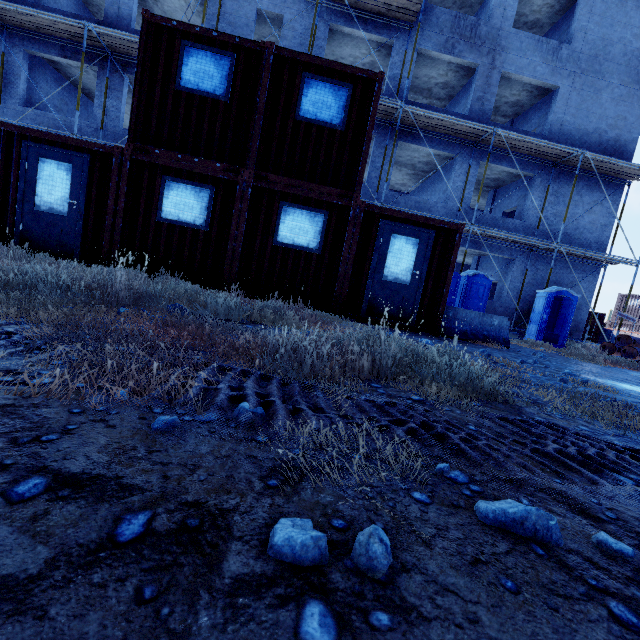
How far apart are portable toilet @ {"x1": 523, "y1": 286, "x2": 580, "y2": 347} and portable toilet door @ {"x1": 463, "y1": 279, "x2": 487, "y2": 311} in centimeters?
250cm

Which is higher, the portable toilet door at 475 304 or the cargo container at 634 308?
the cargo container at 634 308

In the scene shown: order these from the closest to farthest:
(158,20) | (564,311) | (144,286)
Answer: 1. (144,286)
2. (158,20)
3. (564,311)

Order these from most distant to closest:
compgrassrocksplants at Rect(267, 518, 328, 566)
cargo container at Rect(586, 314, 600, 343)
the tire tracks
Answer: cargo container at Rect(586, 314, 600, 343)
the tire tracks
compgrassrocksplants at Rect(267, 518, 328, 566)

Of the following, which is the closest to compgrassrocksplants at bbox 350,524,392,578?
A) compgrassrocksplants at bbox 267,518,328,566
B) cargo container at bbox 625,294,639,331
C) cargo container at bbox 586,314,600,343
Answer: compgrassrocksplants at bbox 267,518,328,566

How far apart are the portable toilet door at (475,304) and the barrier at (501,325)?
4.4 meters

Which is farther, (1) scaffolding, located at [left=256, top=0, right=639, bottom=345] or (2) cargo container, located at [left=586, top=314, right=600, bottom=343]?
(2) cargo container, located at [left=586, top=314, right=600, bottom=343]

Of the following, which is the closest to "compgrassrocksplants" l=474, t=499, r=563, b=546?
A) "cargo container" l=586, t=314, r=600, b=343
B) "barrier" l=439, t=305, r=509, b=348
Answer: "barrier" l=439, t=305, r=509, b=348
